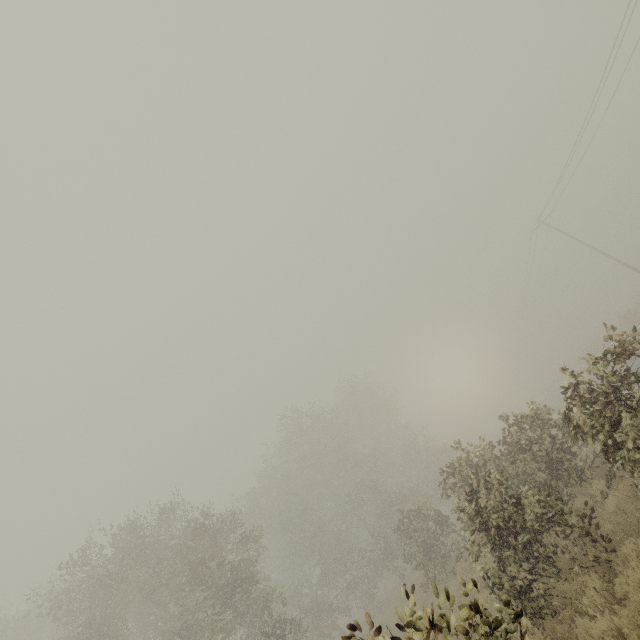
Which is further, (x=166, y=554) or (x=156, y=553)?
(x=166, y=554)
